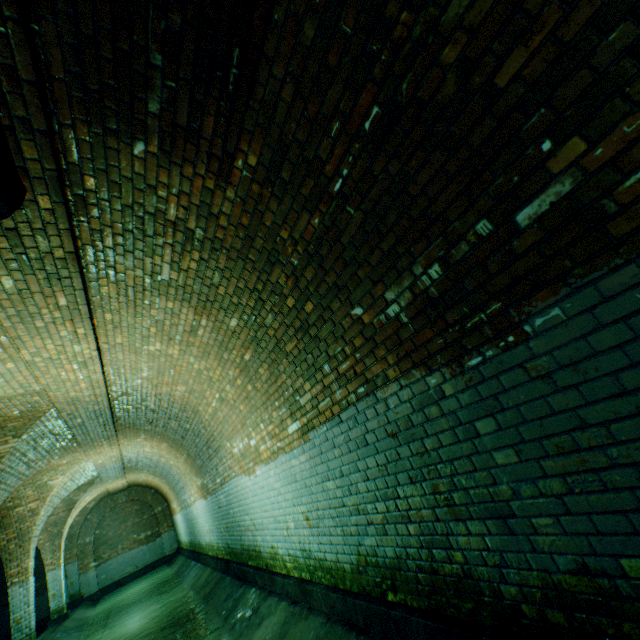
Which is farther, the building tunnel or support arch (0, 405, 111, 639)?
support arch (0, 405, 111, 639)

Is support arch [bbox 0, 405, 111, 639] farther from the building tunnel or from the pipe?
the pipe

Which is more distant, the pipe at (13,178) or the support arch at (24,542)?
the support arch at (24,542)

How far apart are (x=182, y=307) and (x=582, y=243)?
4.0m

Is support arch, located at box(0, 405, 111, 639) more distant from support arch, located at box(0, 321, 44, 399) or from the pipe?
the pipe

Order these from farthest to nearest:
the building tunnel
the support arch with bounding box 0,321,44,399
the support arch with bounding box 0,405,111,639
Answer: the support arch with bounding box 0,405,111,639
the support arch with bounding box 0,321,44,399
the building tunnel

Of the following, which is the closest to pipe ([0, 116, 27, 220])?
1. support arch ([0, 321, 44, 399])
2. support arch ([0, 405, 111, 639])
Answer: support arch ([0, 321, 44, 399])

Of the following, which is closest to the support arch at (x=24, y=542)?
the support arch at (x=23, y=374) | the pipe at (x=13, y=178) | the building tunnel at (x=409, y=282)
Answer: the building tunnel at (x=409, y=282)
